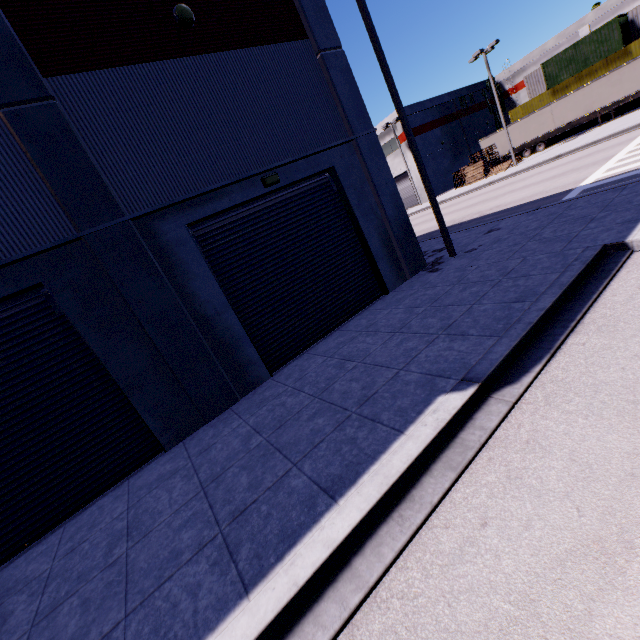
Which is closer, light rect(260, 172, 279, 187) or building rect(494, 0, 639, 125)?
light rect(260, 172, 279, 187)

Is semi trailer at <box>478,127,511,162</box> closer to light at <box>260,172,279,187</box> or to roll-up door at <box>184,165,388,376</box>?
roll-up door at <box>184,165,388,376</box>

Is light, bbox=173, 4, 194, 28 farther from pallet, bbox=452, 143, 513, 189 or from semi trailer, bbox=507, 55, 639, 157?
pallet, bbox=452, 143, 513, 189

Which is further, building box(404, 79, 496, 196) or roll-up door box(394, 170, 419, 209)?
roll-up door box(394, 170, 419, 209)

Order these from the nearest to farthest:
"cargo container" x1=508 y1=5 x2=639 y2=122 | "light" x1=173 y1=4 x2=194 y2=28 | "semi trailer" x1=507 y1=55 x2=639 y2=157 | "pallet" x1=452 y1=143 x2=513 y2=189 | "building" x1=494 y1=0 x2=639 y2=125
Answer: "light" x1=173 y1=4 x2=194 y2=28 → "semi trailer" x1=507 y1=55 x2=639 y2=157 → "cargo container" x1=508 y1=5 x2=639 y2=122 → "pallet" x1=452 y1=143 x2=513 y2=189 → "building" x1=494 y1=0 x2=639 y2=125

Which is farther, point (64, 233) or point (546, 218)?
point (546, 218)

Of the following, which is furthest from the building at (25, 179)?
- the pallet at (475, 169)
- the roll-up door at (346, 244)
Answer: the pallet at (475, 169)

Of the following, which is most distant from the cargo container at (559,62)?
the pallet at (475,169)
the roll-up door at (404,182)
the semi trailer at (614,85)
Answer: the pallet at (475,169)
